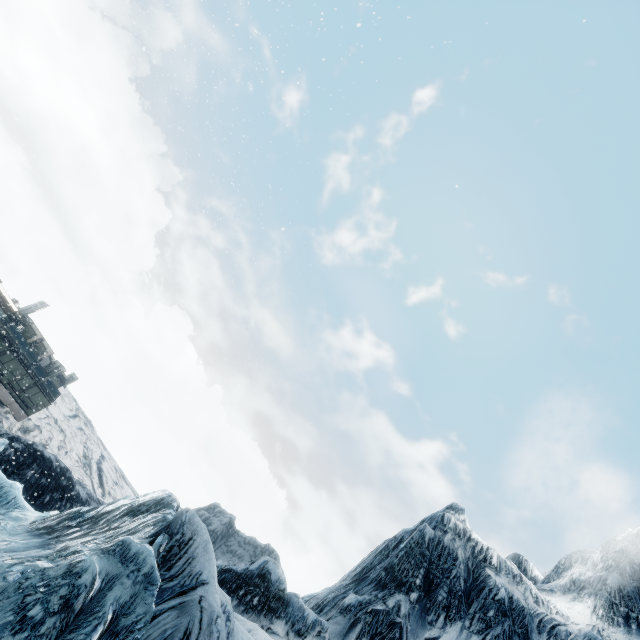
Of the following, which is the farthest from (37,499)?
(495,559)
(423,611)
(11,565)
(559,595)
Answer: (559,595)
